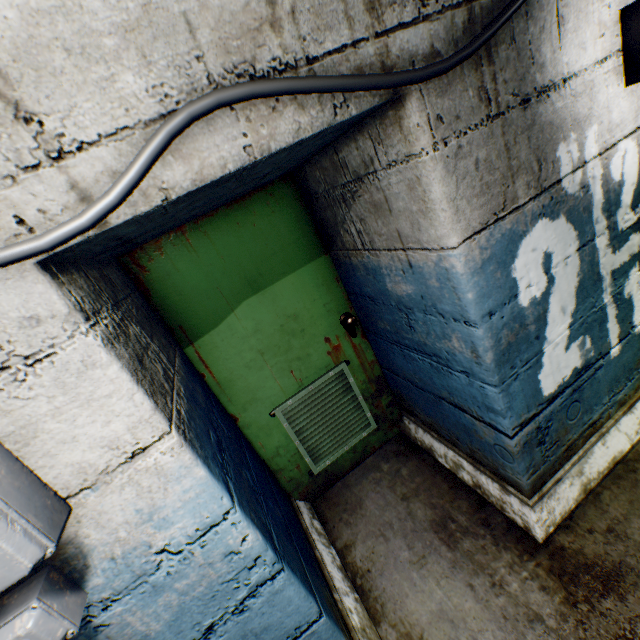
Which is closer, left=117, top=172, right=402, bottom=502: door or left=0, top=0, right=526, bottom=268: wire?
left=0, top=0, right=526, bottom=268: wire

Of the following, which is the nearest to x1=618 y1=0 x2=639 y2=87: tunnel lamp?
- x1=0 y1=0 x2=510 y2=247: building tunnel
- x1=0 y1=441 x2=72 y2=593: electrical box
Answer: x1=0 y1=0 x2=510 y2=247: building tunnel

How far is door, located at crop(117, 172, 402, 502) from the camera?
1.8m

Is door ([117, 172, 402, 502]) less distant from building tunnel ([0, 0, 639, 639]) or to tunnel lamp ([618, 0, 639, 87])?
building tunnel ([0, 0, 639, 639])

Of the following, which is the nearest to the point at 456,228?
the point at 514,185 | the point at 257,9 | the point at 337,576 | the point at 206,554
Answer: the point at 514,185

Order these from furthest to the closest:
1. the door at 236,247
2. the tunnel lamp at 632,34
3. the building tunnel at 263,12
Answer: the door at 236,247 → the tunnel lamp at 632,34 → the building tunnel at 263,12

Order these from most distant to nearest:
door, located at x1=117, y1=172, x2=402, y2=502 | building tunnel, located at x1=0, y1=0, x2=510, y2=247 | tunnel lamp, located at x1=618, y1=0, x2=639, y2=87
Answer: door, located at x1=117, y1=172, x2=402, y2=502, tunnel lamp, located at x1=618, y1=0, x2=639, y2=87, building tunnel, located at x1=0, y1=0, x2=510, y2=247

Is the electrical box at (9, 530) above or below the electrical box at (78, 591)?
above
